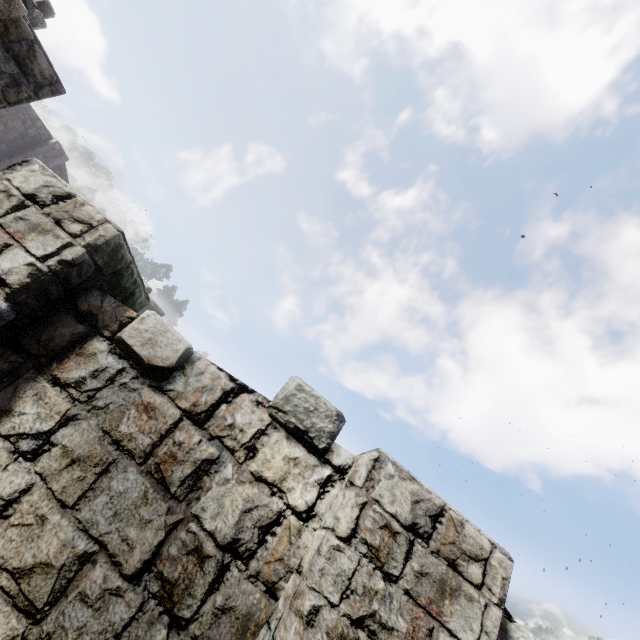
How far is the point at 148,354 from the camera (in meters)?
2.82
